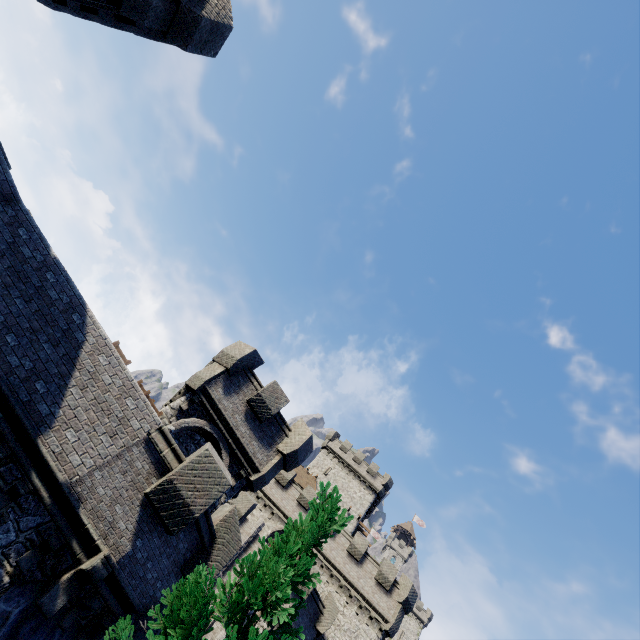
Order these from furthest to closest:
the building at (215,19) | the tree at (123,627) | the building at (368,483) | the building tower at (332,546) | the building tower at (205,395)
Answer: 1. the building at (368,483)
2. the building tower at (332,546)
3. the building tower at (205,395)
4. the building at (215,19)
5. the tree at (123,627)

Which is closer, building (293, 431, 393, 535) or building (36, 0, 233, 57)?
building (36, 0, 233, 57)

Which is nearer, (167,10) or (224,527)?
(167,10)

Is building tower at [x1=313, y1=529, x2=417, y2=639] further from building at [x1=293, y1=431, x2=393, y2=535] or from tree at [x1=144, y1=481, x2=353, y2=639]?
tree at [x1=144, y1=481, x2=353, y2=639]

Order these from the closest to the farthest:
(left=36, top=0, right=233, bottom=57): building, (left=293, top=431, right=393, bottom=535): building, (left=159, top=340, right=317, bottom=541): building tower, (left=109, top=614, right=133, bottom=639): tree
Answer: (left=109, top=614, right=133, bottom=639): tree, (left=36, top=0, right=233, bottom=57): building, (left=159, top=340, right=317, bottom=541): building tower, (left=293, top=431, right=393, bottom=535): building

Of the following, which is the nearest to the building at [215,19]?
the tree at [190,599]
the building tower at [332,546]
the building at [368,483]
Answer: the tree at [190,599]

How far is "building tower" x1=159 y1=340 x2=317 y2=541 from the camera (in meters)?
14.52

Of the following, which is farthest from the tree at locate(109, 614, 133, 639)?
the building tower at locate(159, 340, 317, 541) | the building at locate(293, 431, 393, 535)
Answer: the building at locate(293, 431, 393, 535)
